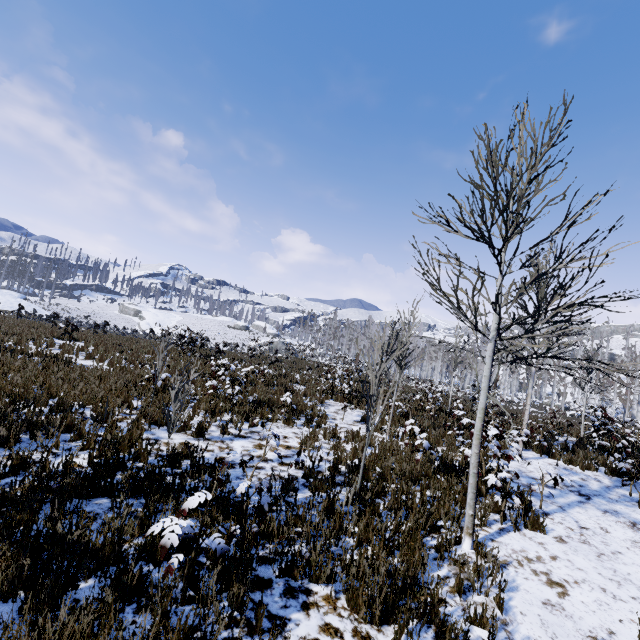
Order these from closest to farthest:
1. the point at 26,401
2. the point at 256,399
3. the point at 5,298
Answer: the point at 26,401 < the point at 256,399 < the point at 5,298
